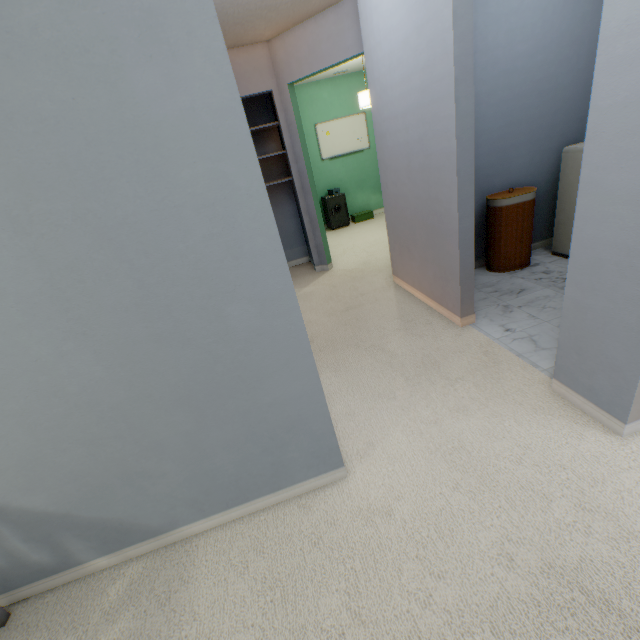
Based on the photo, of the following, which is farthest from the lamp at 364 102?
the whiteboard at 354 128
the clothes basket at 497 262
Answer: the clothes basket at 497 262

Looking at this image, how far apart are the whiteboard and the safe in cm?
74

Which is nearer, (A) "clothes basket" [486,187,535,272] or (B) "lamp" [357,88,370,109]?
(A) "clothes basket" [486,187,535,272]

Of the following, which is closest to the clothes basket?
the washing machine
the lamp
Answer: the washing machine

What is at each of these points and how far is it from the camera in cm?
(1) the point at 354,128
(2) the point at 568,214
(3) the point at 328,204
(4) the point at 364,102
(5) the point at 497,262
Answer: (1) whiteboard, 607
(2) washing machine, 292
(3) safe, 612
(4) lamp, 453
(5) clothes basket, 309

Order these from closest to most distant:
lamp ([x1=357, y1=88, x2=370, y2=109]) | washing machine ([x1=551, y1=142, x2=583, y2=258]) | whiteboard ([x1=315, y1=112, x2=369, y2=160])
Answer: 1. washing machine ([x1=551, y1=142, x2=583, y2=258])
2. lamp ([x1=357, y1=88, x2=370, y2=109])
3. whiteboard ([x1=315, y1=112, x2=369, y2=160])

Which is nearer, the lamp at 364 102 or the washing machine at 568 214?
the washing machine at 568 214

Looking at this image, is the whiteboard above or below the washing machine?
above
